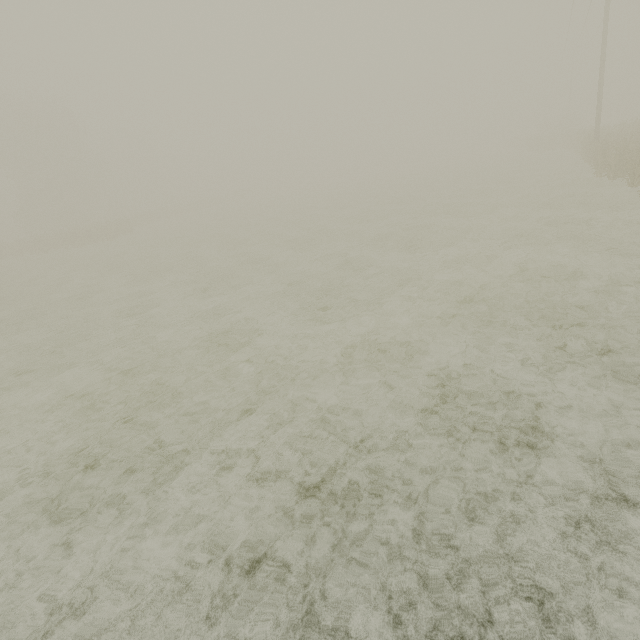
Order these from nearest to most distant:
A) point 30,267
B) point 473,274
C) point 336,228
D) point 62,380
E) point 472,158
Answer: point 62,380 < point 473,274 < point 336,228 < point 30,267 < point 472,158
